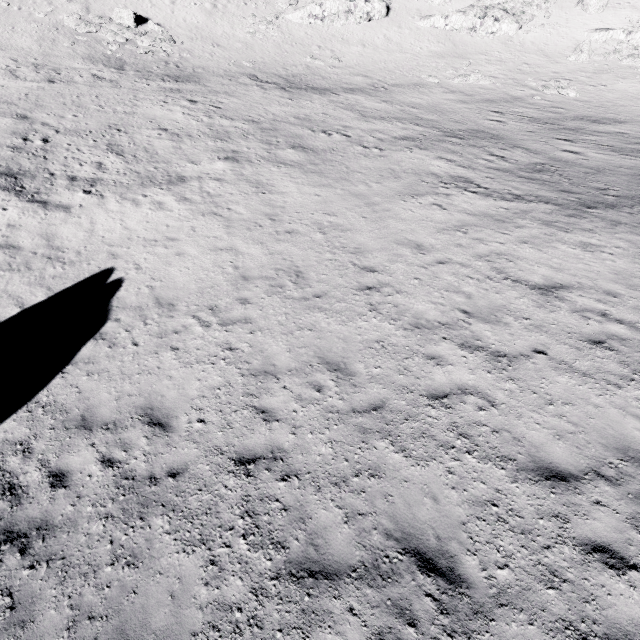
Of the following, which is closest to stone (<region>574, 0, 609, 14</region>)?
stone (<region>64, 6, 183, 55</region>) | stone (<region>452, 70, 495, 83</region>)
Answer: stone (<region>452, 70, 495, 83</region>)

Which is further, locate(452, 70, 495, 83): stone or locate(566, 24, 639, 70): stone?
locate(566, 24, 639, 70): stone

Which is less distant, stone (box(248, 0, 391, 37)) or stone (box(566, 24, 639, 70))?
stone (box(566, 24, 639, 70))

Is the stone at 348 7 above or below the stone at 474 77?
above

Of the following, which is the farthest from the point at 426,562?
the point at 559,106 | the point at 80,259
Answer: the point at 559,106

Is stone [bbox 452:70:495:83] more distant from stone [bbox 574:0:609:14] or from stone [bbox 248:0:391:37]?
stone [bbox 574:0:609:14]

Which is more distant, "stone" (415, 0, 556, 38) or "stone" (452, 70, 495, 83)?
"stone" (415, 0, 556, 38)

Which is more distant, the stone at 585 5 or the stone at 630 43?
the stone at 585 5
